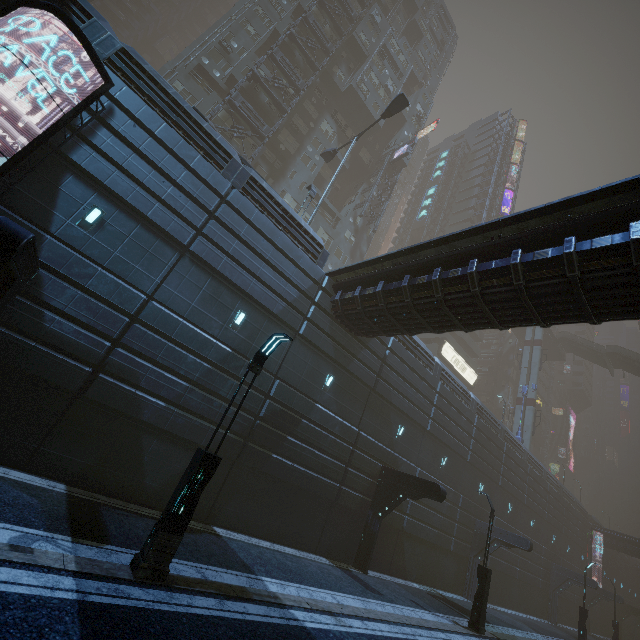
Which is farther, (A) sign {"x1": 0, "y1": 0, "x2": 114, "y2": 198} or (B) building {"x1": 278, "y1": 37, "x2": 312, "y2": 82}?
(B) building {"x1": 278, "y1": 37, "x2": 312, "y2": 82}

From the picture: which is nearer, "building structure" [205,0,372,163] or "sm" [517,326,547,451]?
"building structure" [205,0,372,163]

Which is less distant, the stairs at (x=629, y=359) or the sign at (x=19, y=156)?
the sign at (x=19, y=156)

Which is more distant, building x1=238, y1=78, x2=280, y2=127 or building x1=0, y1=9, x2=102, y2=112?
building x1=238, y1=78, x2=280, y2=127

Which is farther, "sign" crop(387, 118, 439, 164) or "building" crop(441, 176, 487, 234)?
"building" crop(441, 176, 487, 234)

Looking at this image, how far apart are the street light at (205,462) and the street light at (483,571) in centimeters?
1488cm

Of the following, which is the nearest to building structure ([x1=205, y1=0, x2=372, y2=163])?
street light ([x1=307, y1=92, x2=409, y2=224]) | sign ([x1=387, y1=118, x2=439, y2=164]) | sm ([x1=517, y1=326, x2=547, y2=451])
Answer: street light ([x1=307, y1=92, x2=409, y2=224])

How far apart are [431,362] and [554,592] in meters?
29.5
